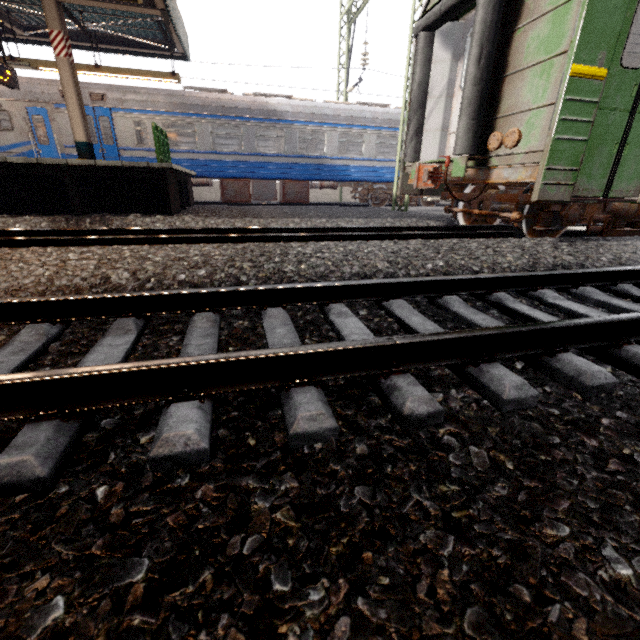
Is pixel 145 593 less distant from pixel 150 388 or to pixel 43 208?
pixel 150 388

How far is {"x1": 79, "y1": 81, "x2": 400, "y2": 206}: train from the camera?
11.7 meters

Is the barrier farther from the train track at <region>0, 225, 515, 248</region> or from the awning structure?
the train track at <region>0, 225, 515, 248</region>

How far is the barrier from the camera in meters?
8.4

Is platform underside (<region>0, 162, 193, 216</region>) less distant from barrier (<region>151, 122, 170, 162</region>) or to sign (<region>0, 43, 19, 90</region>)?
barrier (<region>151, 122, 170, 162</region>)

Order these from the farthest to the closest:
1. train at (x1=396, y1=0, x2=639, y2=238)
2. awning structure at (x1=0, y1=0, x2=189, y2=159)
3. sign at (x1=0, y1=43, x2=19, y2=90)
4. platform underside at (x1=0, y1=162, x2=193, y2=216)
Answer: sign at (x1=0, y1=43, x2=19, y2=90), awning structure at (x1=0, y1=0, x2=189, y2=159), platform underside at (x1=0, y1=162, x2=193, y2=216), train at (x1=396, y1=0, x2=639, y2=238)

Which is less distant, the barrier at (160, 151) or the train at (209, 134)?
the barrier at (160, 151)

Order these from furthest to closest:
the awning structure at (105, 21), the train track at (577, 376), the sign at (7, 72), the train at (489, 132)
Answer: the sign at (7, 72) → the awning structure at (105, 21) → the train at (489, 132) → the train track at (577, 376)
